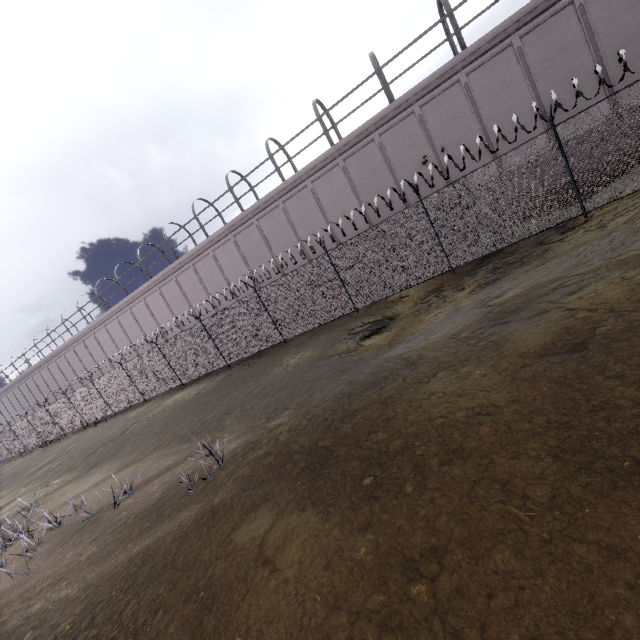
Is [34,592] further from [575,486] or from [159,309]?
[159,309]
